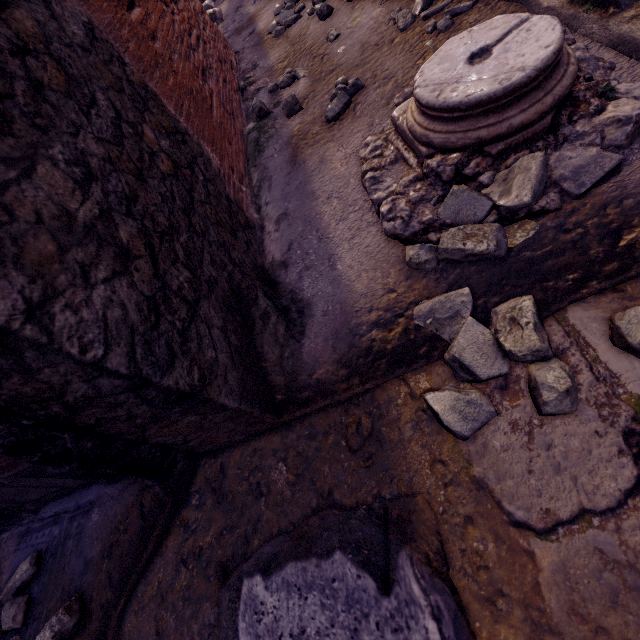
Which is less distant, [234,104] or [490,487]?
[490,487]

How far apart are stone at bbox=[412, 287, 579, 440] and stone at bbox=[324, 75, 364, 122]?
1.3 meters

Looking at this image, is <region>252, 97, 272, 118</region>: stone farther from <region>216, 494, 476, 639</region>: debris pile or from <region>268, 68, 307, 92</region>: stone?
<region>216, 494, 476, 639</region>: debris pile

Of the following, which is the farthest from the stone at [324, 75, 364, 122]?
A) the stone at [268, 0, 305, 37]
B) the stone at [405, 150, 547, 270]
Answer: the stone at [268, 0, 305, 37]

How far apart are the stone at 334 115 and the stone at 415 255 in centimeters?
129cm

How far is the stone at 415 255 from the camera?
1.01m

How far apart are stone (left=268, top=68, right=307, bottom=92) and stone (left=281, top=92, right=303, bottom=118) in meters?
0.4

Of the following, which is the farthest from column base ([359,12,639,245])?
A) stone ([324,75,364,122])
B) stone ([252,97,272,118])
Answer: stone ([252,97,272,118])
